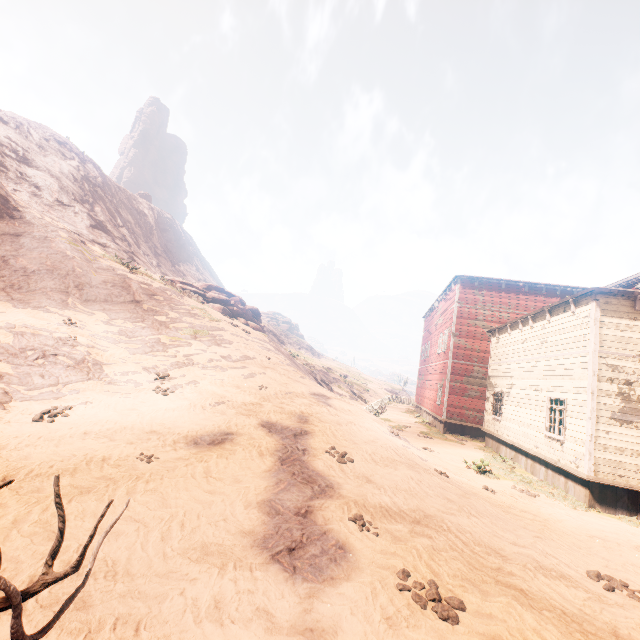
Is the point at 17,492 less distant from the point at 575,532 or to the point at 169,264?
the point at 575,532

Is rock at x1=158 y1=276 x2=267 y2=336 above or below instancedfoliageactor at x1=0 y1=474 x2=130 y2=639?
above

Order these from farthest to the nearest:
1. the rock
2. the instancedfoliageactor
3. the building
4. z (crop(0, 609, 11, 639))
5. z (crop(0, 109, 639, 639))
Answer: the rock < the building < z (crop(0, 109, 639, 639)) < z (crop(0, 609, 11, 639)) < the instancedfoliageactor

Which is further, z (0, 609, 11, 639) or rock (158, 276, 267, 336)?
rock (158, 276, 267, 336)

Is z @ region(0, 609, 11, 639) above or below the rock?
below

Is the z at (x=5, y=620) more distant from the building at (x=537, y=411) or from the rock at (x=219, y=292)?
the rock at (x=219, y=292)

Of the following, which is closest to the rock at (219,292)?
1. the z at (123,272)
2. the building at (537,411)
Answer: the z at (123,272)

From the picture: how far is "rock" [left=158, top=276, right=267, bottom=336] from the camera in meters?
23.2
